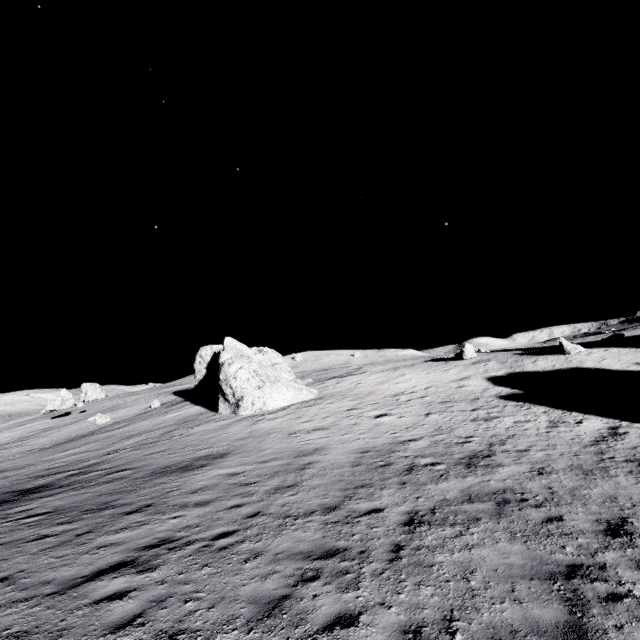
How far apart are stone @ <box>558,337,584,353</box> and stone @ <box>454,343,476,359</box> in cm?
729

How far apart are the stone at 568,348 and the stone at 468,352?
7.3m

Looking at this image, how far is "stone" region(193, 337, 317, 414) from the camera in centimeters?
2806cm

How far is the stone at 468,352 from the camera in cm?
3534

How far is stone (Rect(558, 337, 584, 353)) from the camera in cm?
2998

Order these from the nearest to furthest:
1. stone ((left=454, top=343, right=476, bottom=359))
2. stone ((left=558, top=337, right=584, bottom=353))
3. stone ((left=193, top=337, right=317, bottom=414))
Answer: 1. stone ((left=193, top=337, right=317, bottom=414))
2. stone ((left=558, top=337, right=584, bottom=353))
3. stone ((left=454, top=343, right=476, bottom=359))

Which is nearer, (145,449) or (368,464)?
(368,464)

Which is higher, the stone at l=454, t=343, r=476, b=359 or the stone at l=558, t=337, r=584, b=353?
the stone at l=454, t=343, r=476, b=359
